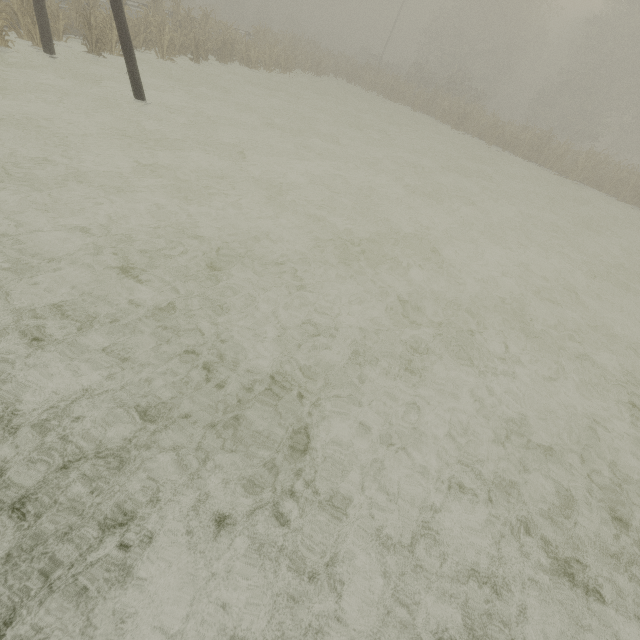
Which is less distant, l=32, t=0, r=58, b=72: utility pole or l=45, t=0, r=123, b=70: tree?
l=32, t=0, r=58, b=72: utility pole

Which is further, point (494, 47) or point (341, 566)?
point (494, 47)

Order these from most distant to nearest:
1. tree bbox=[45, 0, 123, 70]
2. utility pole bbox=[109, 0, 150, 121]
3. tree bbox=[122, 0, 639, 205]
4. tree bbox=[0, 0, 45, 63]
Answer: tree bbox=[122, 0, 639, 205] < tree bbox=[45, 0, 123, 70] < tree bbox=[0, 0, 45, 63] < utility pole bbox=[109, 0, 150, 121]

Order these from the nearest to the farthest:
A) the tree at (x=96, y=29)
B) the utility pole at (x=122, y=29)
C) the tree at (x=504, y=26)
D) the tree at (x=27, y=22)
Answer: the utility pole at (x=122, y=29) → the tree at (x=27, y=22) → the tree at (x=96, y=29) → the tree at (x=504, y=26)

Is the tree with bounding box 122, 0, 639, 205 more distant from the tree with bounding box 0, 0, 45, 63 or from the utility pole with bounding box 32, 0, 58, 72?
the utility pole with bounding box 32, 0, 58, 72

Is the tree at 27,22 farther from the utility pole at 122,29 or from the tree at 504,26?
the tree at 504,26

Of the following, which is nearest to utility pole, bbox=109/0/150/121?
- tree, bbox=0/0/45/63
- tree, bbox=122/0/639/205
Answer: tree, bbox=0/0/45/63
